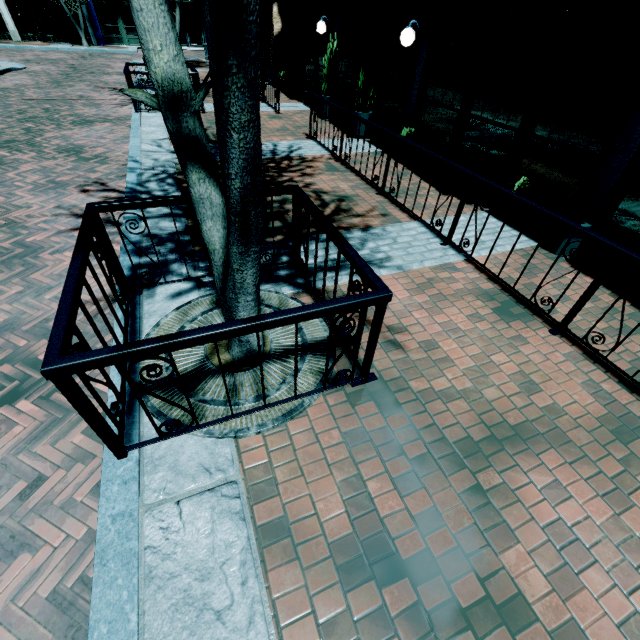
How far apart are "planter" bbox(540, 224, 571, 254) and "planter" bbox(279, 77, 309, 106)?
10.5 meters

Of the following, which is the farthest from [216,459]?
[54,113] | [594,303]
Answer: [54,113]

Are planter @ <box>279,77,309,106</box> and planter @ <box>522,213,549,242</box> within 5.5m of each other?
no

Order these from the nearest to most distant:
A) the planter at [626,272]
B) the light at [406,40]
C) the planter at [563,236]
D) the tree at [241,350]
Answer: the tree at [241,350]
the planter at [626,272]
the planter at [563,236]
the light at [406,40]

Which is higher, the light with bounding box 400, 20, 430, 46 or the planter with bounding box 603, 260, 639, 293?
the light with bounding box 400, 20, 430, 46

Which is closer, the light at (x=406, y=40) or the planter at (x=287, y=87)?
the light at (x=406, y=40)

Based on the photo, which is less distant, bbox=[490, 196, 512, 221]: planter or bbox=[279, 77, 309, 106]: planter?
bbox=[490, 196, 512, 221]: planter

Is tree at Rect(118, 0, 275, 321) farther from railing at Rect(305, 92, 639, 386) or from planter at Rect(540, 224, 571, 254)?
planter at Rect(540, 224, 571, 254)
